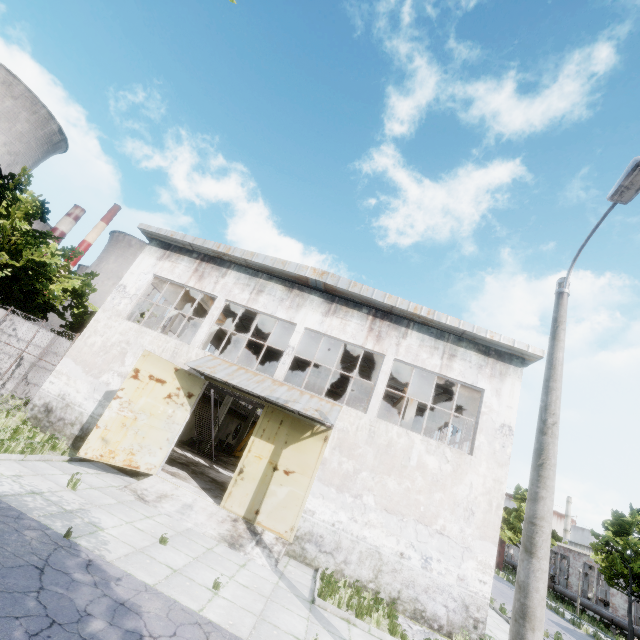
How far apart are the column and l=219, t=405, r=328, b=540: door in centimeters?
531cm

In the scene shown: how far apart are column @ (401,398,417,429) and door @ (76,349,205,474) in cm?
966

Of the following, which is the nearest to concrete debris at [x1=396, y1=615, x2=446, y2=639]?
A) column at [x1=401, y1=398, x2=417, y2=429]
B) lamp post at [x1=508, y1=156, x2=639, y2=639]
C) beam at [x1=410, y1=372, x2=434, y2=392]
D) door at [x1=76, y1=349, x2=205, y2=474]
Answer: lamp post at [x1=508, y1=156, x2=639, y2=639]

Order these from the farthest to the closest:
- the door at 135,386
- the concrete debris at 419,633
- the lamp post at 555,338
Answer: the door at 135,386, the concrete debris at 419,633, the lamp post at 555,338

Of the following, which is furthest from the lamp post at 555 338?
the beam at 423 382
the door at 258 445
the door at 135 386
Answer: the door at 135 386

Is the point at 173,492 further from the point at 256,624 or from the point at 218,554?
the point at 256,624

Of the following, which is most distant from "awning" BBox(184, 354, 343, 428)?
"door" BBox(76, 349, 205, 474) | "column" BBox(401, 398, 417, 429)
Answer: "column" BBox(401, 398, 417, 429)

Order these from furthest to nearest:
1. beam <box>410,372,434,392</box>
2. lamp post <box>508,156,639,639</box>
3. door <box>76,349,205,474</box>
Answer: beam <box>410,372,434,392</box> → door <box>76,349,205,474</box> → lamp post <box>508,156,639,639</box>
